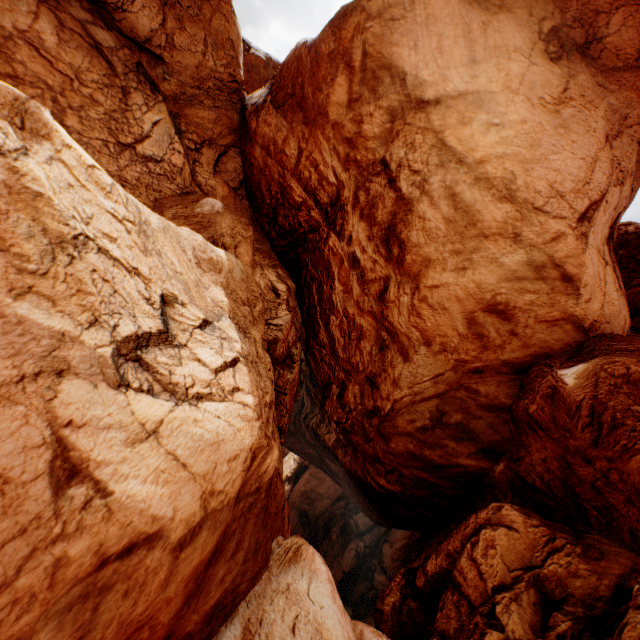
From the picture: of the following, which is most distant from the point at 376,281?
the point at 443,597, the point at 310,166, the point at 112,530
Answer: the point at 112,530
